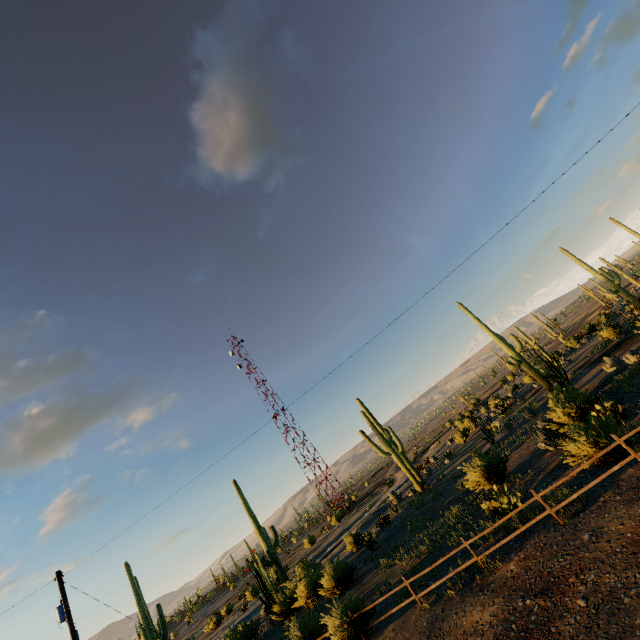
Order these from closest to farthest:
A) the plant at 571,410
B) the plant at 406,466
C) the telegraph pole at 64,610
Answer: the plant at 571,410 → the telegraph pole at 64,610 → the plant at 406,466

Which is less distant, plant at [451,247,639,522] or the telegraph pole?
plant at [451,247,639,522]

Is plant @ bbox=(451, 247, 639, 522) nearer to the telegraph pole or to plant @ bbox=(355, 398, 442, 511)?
plant @ bbox=(355, 398, 442, 511)

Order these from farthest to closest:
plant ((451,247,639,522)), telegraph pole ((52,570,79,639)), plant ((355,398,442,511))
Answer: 1. plant ((355,398,442,511))
2. telegraph pole ((52,570,79,639))
3. plant ((451,247,639,522))

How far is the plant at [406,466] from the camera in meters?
25.2

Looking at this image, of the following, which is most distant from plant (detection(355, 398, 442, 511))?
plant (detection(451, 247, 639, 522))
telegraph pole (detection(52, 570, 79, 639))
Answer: telegraph pole (detection(52, 570, 79, 639))

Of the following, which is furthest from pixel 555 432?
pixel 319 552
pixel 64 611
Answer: pixel 319 552
